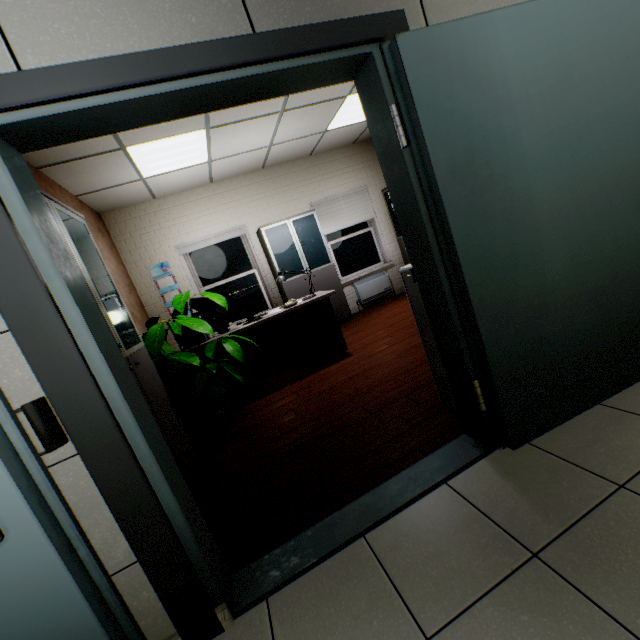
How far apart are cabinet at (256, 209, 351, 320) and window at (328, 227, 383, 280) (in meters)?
0.71

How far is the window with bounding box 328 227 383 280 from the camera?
6.8 meters

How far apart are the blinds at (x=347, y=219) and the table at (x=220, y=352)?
2.71m

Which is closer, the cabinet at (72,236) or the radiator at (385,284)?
the cabinet at (72,236)

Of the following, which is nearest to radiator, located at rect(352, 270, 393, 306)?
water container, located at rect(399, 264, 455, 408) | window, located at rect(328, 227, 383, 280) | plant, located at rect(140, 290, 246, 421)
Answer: window, located at rect(328, 227, 383, 280)

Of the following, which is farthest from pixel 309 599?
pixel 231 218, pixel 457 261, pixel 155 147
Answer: pixel 231 218

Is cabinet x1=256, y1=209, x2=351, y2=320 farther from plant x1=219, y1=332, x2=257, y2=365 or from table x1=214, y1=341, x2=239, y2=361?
plant x1=219, y1=332, x2=257, y2=365

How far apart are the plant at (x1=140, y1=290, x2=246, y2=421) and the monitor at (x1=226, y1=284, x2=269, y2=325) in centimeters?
79cm
